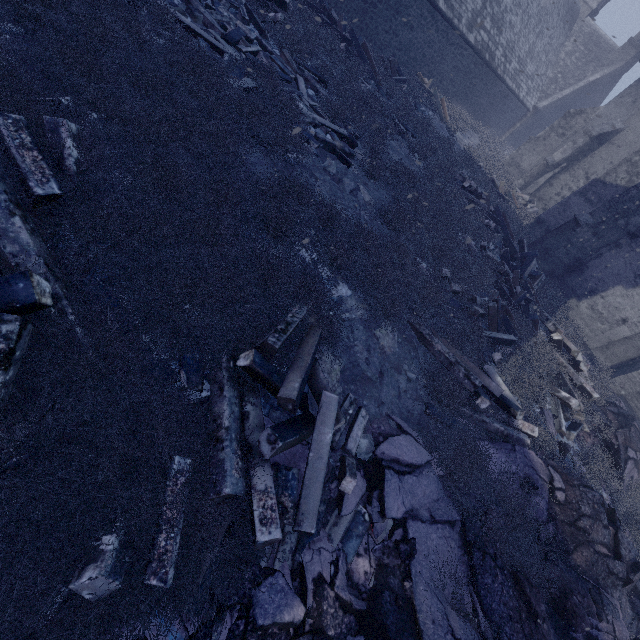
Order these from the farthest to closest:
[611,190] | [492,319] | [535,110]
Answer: [535,110], [611,190], [492,319]

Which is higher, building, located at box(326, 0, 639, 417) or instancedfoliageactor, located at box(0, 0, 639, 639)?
building, located at box(326, 0, 639, 417)

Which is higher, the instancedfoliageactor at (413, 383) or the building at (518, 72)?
the building at (518, 72)

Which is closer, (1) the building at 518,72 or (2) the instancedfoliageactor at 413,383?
(2) the instancedfoliageactor at 413,383

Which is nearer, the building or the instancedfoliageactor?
the instancedfoliageactor
